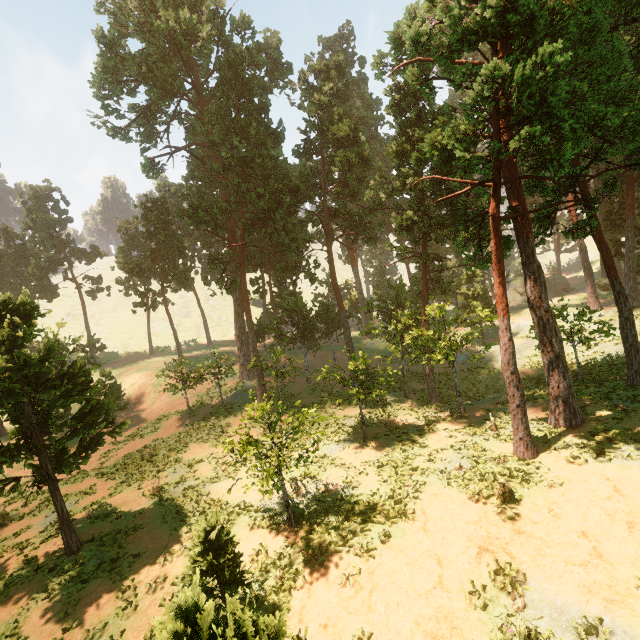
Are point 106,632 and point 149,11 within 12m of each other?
no

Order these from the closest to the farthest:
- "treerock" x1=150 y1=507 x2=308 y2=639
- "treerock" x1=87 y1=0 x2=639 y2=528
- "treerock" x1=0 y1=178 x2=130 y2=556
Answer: "treerock" x1=150 y1=507 x2=308 y2=639, "treerock" x1=87 y1=0 x2=639 y2=528, "treerock" x1=0 y1=178 x2=130 y2=556

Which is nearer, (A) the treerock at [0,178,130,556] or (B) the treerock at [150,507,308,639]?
(B) the treerock at [150,507,308,639]

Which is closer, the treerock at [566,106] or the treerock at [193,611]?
the treerock at [193,611]

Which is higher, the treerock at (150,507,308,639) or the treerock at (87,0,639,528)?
the treerock at (87,0,639,528)

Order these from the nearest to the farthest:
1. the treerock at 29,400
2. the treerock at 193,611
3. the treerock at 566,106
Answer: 1. the treerock at 193,611
2. the treerock at 566,106
3. the treerock at 29,400
